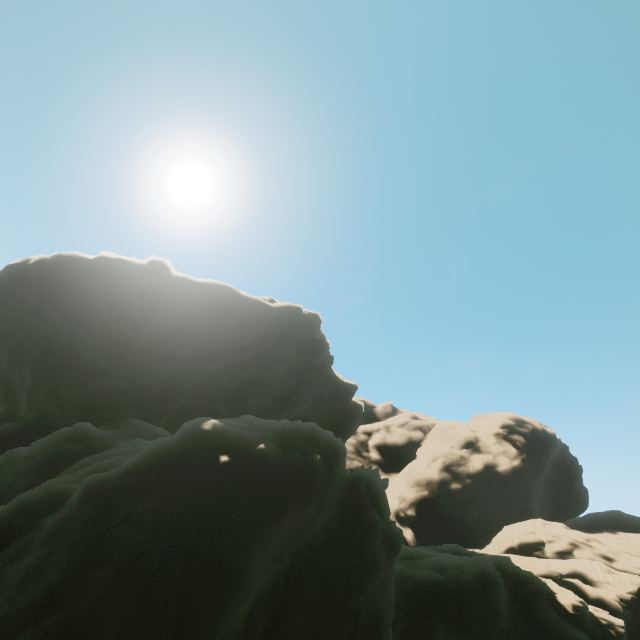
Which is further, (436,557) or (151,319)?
(151,319)
